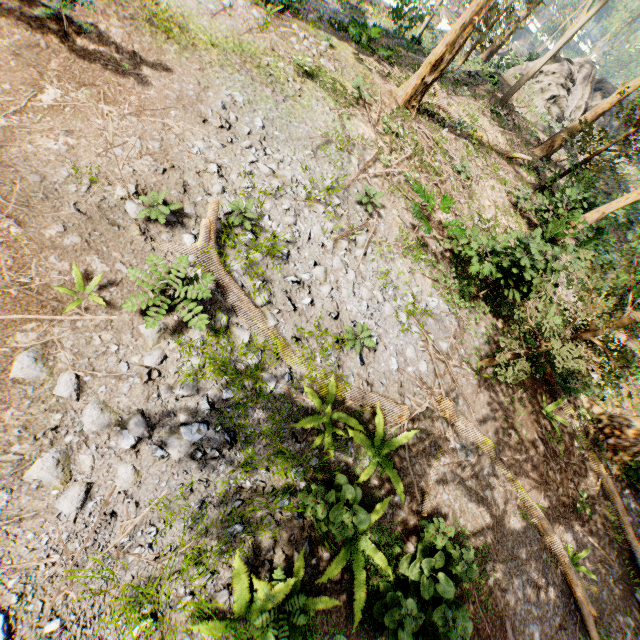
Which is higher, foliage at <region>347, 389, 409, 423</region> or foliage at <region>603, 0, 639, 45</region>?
foliage at <region>603, 0, 639, 45</region>

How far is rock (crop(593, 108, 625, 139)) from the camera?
37.2 meters

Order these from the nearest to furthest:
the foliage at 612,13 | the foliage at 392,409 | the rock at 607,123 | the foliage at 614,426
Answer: the foliage at 392,409, the foliage at 614,426, the rock at 607,123, the foliage at 612,13

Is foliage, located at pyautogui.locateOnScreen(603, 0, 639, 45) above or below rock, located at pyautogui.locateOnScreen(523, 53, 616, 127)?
above

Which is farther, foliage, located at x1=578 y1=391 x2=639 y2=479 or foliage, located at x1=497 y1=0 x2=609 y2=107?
foliage, located at x1=497 y1=0 x2=609 y2=107

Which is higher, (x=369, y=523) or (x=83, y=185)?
(x=369, y=523)

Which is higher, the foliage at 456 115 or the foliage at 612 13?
the foliage at 612 13
